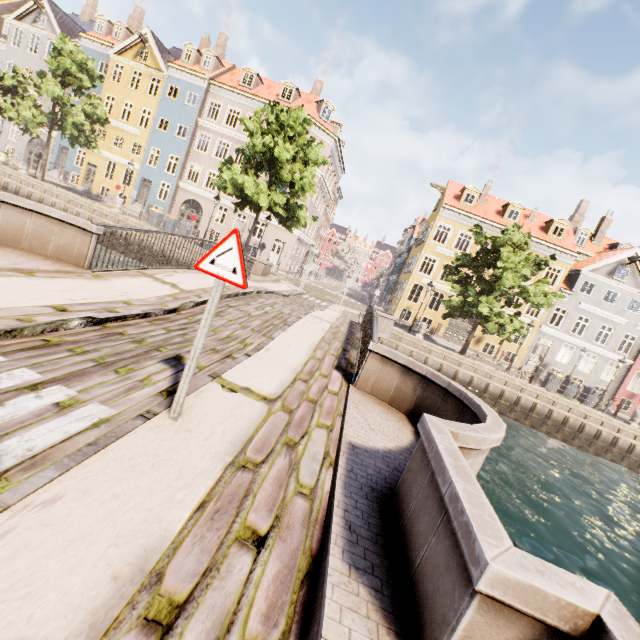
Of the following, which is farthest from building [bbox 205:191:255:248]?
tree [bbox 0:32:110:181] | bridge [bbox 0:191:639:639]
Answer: bridge [bbox 0:191:639:639]

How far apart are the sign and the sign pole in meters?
0.0 m

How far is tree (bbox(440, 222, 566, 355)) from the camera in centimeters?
1802cm

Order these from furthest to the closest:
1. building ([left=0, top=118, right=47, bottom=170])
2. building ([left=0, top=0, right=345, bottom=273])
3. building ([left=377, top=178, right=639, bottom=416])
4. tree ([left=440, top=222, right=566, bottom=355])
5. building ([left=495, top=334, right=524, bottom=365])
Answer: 1. building ([left=0, top=118, right=47, bottom=170])
2. building ([left=0, top=0, right=345, bottom=273])
3. building ([left=495, top=334, right=524, bottom=365])
4. building ([left=377, top=178, right=639, bottom=416])
5. tree ([left=440, top=222, right=566, bottom=355])

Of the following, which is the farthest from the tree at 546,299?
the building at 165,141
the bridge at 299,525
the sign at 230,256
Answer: the sign at 230,256

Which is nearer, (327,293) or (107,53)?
(327,293)

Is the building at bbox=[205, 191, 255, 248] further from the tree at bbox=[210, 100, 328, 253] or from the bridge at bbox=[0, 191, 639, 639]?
the bridge at bbox=[0, 191, 639, 639]

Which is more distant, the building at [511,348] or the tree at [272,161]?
the building at [511,348]
